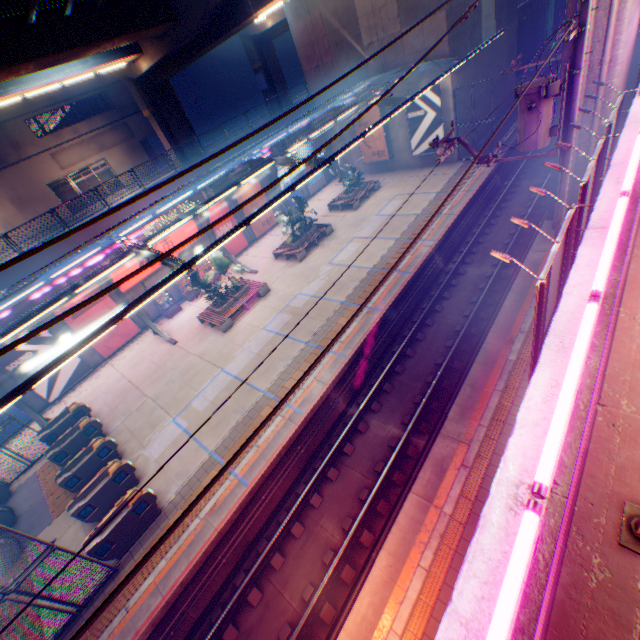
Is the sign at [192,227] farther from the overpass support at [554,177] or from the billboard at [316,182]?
the billboard at [316,182]

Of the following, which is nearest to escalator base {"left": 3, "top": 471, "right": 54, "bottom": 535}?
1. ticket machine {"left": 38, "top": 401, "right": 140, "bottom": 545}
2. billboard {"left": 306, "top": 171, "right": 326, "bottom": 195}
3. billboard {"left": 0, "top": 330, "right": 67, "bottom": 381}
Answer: ticket machine {"left": 38, "top": 401, "right": 140, "bottom": 545}

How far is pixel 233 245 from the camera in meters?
25.2

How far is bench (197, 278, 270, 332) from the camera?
18.11m

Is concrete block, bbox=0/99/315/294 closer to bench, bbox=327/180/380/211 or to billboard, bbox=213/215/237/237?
billboard, bbox=213/215/237/237

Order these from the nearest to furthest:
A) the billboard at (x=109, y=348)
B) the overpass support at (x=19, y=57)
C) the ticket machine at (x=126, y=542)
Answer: the ticket machine at (x=126, y=542), the overpass support at (x=19, y=57), the billboard at (x=109, y=348)

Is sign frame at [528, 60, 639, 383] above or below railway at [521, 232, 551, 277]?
above

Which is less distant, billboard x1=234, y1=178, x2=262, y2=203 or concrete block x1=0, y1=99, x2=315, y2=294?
concrete block x1=0, y1=99, x2=315, y2=294
